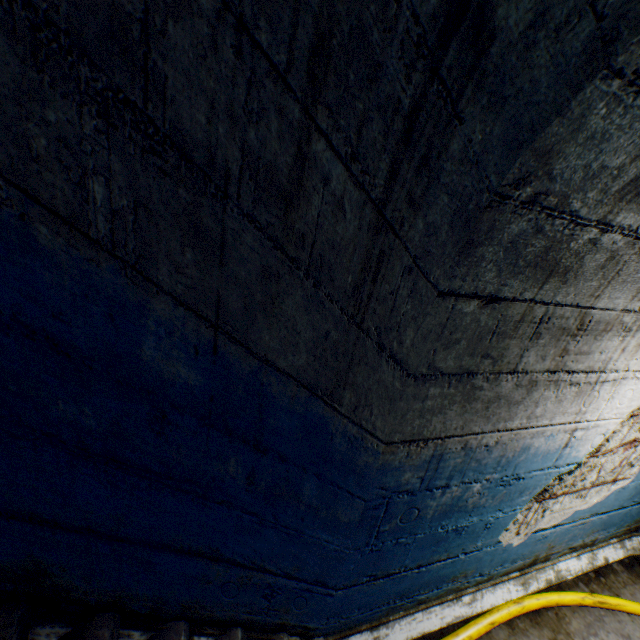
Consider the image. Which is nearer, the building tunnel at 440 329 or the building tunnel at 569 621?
the building tunnel at 440 329

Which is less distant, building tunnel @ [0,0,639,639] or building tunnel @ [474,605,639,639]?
building tunnel @ [0,0,639,639]

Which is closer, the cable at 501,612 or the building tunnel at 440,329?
the building tunnel at 440,329

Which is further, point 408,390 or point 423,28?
point 408,390

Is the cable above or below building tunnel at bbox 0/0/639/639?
below

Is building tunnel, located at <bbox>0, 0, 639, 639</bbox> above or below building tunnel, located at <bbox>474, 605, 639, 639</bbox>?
above

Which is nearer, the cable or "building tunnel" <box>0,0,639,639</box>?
"building tunnel" <box>0,0,639,639</box>
